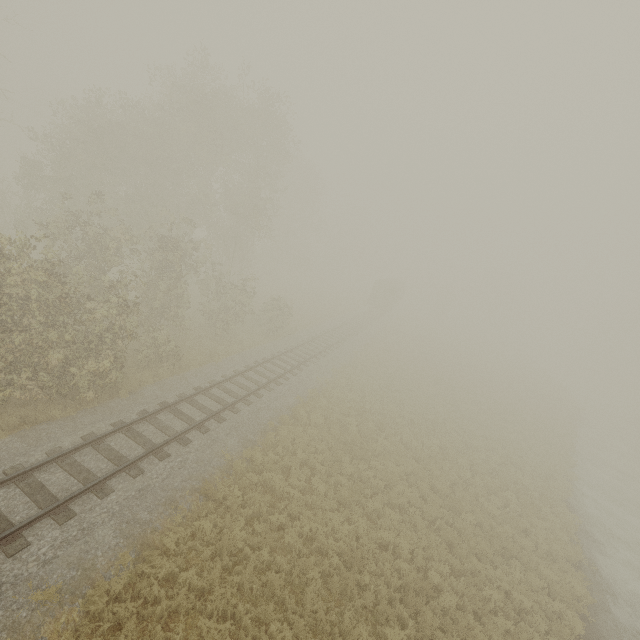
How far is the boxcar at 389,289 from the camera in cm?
4531

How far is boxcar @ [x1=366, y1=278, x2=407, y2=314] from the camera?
45.31m

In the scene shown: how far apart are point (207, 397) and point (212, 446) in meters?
3.0
